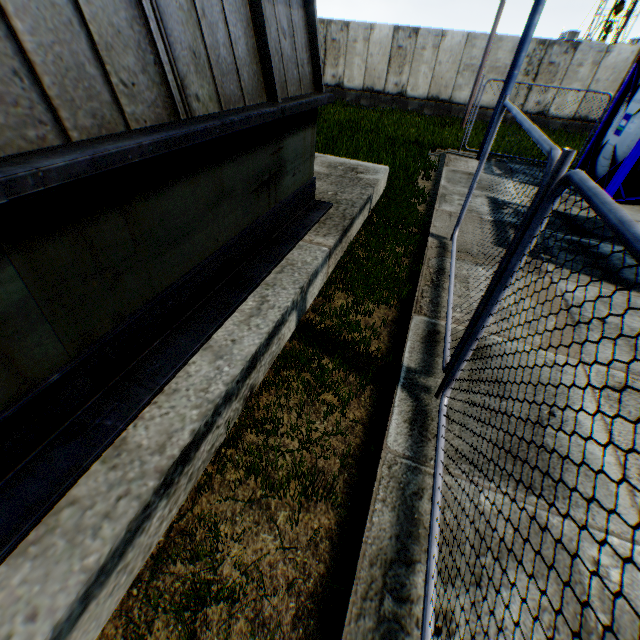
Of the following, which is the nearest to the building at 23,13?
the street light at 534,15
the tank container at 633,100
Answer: the tank container at 633,100

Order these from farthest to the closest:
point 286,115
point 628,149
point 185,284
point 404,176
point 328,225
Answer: point 404,176
point 628,149
point 328,225
point 286,115
point 185,284

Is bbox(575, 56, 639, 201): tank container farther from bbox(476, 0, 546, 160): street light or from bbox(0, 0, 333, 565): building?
bbox(0, 0, 333, 565): building

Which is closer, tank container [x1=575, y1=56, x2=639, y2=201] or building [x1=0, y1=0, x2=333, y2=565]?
building [x1=0, y1=0, x2=333, y2=565]

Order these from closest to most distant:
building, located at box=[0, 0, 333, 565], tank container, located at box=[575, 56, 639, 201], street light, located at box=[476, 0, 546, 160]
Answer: building, located at box=[0, 0, 333, 565] → tank container, located at box=[575, 56, 639, 201] → street light, located at box=[476, 0, 546, 160]

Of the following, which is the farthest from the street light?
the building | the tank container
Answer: the building

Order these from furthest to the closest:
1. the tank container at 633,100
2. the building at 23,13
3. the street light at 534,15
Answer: the street light at 534,15
the tank container at 633,100
the building at 23,13
